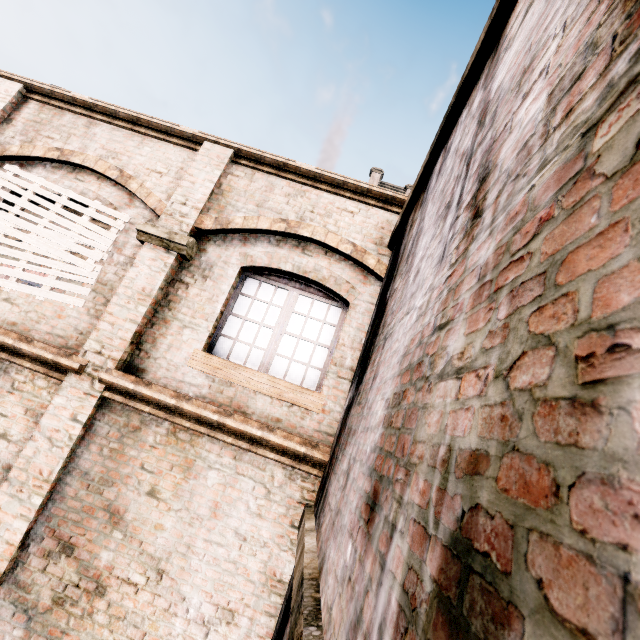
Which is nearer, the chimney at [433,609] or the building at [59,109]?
the chimney at [433,609]

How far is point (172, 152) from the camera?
6.1 meters

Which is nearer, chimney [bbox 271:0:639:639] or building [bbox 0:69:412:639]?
chimney [bbox 271:0:639:639]
